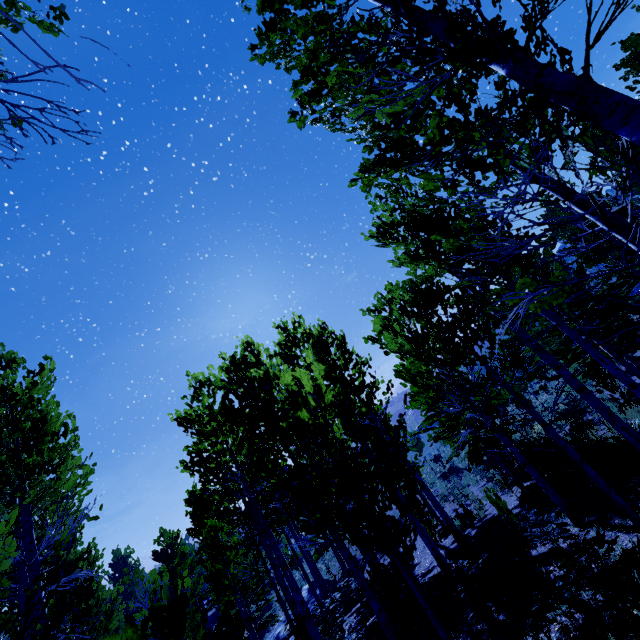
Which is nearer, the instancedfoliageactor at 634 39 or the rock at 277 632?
the instancedfoliageactor at 634 39

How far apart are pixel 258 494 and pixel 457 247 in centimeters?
765cm

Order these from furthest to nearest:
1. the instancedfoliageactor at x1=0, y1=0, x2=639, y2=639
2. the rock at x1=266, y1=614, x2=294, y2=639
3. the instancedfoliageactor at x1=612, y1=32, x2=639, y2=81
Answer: the rock at x1=266, y1=614, x2=294, y2=639, the instancedfoliageactor at x1=612, y1=32, x2=639, y2=81, the instancedfoliageactor at x1=0, y1=0, x2=639, y2=639

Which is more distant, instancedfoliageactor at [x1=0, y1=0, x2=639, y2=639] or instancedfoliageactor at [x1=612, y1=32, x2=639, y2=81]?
instancedfoliageactor at [x1=612, y1=32, x2=639, y2=81]

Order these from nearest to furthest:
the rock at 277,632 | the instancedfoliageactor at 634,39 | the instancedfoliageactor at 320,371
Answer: the instancedfoliageactor at 320,371 < the instancedfoliageactor at 634,39 < the rock at 277,632

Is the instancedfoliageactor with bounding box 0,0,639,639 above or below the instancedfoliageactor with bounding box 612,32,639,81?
below

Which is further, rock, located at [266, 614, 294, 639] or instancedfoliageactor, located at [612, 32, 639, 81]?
rock, located at [266, 614, 294, 639]
